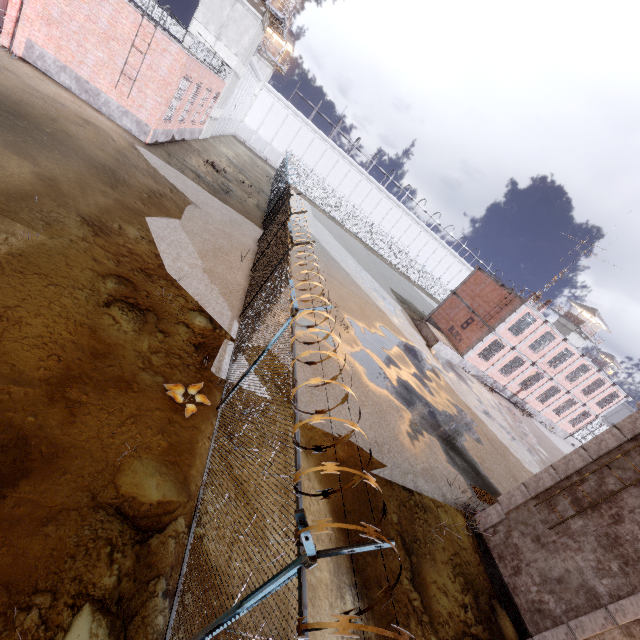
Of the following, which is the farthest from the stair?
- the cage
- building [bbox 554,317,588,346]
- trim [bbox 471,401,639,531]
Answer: building [bbox 554,317,588,346]

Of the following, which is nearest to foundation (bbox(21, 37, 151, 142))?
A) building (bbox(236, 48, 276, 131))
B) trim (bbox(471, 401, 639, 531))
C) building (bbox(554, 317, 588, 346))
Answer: trim (bbox(471, 401, 639, 531))

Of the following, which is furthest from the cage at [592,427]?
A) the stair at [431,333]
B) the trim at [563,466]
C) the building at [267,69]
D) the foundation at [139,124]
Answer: the building at [267,69]

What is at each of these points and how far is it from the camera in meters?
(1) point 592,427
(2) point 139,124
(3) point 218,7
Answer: (1) cage, 32.7
(2) foundation, 17.3
(3) building, 24.0

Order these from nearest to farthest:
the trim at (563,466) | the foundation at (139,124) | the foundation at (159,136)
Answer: the trim at (563,466) < the foundation at (139,124) < the foundation at (159,136)

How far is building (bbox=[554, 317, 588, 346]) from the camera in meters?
56.8

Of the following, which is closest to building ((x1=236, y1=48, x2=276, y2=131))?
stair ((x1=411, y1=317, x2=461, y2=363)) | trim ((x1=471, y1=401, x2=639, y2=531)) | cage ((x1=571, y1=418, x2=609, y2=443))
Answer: stair ((x1=411, y1=317, x2=461, y2=363))

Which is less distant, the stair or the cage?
the stair
